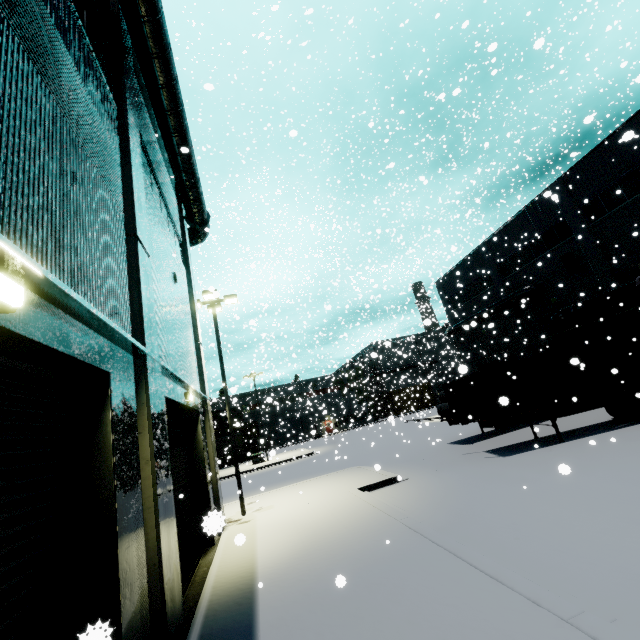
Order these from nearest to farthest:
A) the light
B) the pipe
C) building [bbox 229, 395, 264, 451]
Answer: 1. the light
2. the pipe
3. building [bbox 229, 395, 264, 451]

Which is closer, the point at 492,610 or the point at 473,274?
the point at 492,610

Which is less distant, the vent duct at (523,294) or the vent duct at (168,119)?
the vent duct at (168,119)

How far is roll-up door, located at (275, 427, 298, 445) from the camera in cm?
4508

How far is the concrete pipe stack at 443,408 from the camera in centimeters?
1964cm

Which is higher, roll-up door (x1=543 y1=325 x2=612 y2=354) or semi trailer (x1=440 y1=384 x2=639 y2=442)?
roll-up door (x1=543 y1=325 x2=612 y2=354)

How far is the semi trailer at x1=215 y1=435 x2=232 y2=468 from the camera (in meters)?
39.65

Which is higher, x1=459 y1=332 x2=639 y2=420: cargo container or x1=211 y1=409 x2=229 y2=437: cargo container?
x1=211 y1=409 x2=229 y2=437: cargo container
